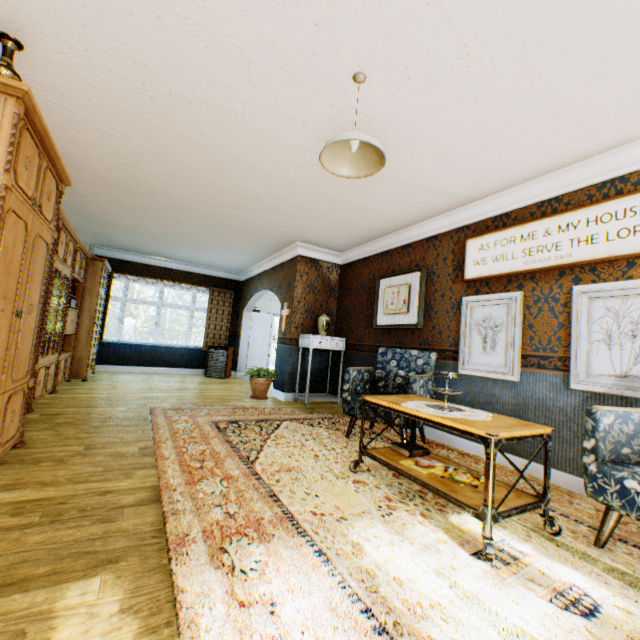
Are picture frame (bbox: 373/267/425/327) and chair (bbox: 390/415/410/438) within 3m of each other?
yes

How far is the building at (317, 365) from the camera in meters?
6.7

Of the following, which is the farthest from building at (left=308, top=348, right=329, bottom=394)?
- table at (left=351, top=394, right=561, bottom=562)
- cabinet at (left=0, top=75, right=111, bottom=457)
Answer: table at (left=351, top=394, right=561, bottom=562)

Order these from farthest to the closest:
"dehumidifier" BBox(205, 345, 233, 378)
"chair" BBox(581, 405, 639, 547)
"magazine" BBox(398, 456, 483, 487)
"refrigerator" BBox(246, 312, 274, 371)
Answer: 1. "refrigerator" BBox(246, 312, 274, 371)
2. "dehumidifier" BBox(205, 345, 233, 378)
3. "magazine" BBox(398, 456, 483, 487)
4. "chair" BBox(581, 405, 639, 547)

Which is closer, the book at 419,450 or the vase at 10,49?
the vase at 10,49

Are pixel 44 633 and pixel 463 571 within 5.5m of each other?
yes

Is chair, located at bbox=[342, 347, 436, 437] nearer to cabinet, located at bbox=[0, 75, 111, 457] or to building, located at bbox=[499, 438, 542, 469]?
building, located at bbox=[499, 438, 542, 469]

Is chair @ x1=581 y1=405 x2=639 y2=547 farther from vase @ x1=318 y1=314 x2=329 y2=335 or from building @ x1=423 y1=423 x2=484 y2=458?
vase @ x1=318 y1=314 x2=329 y2=335
